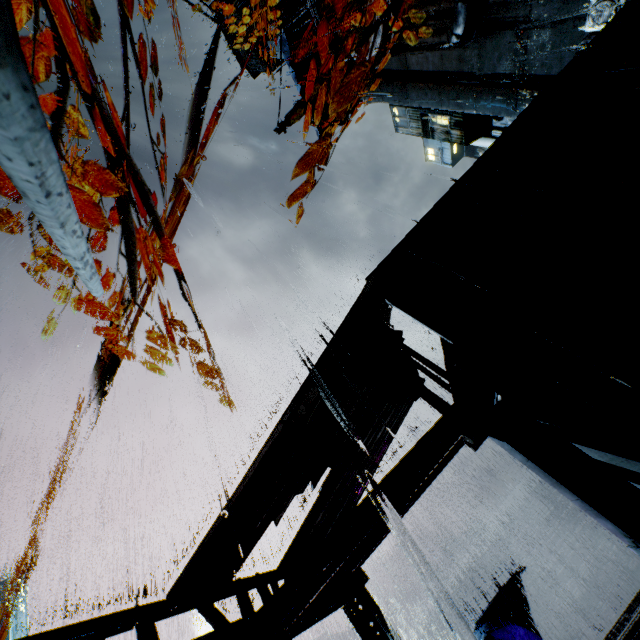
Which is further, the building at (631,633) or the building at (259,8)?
the building at (259,8)

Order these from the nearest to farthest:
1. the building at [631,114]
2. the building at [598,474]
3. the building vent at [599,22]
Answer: the building at [598,474]
the building at [631,114]
the building vent at [599,22]

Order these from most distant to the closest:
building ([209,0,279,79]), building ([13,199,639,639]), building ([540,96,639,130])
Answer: building ([209,0,279,79])
building ([540,96,639,130])
building ([13,199,639,639])

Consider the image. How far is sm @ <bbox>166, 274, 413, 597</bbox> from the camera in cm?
582

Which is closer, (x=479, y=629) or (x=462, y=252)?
(x=462, y=252)

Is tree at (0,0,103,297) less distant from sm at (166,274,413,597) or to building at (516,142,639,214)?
building at (516,142,639,214)

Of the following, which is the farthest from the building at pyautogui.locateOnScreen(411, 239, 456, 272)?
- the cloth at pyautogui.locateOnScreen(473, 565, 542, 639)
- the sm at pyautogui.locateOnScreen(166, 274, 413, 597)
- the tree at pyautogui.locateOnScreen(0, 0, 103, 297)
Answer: the cloth at pyautogui.locateOnScreen(473, 565, 542, 639)

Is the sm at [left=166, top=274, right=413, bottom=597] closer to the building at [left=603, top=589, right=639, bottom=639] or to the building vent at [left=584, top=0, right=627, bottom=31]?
the building at [left=603, top=589, right=639, bottom=639]
